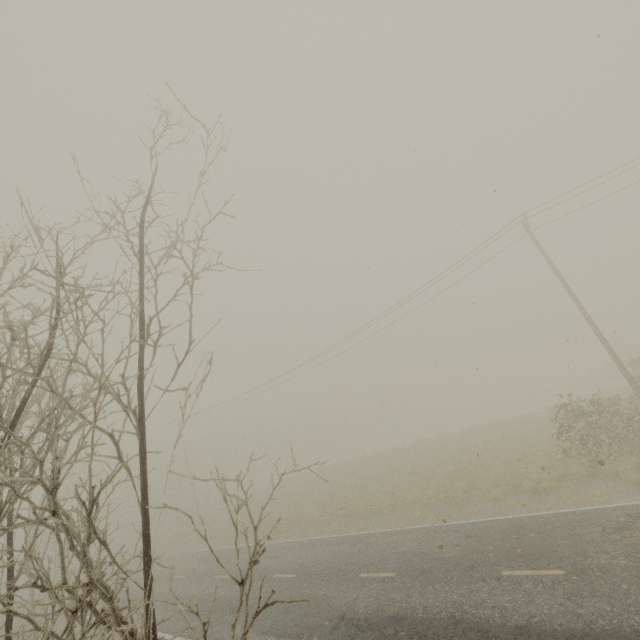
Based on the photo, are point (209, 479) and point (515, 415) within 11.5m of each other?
no
